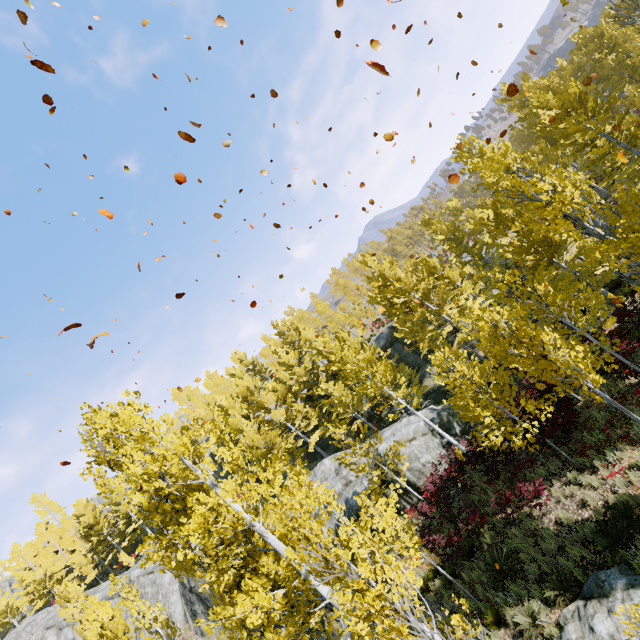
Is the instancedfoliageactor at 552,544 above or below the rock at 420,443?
below

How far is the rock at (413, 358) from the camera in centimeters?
2995cm

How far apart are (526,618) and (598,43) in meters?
35.6 m

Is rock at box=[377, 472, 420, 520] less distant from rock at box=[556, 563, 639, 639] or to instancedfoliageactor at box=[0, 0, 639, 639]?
instancedfoliageactor at box=[0, 0, 639, 639]

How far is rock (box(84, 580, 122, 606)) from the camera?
29.6m

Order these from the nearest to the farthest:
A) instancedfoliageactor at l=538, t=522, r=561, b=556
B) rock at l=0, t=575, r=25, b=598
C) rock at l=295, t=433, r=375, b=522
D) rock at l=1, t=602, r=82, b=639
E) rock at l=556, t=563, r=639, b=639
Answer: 1. rock at l=556, t=563, r=639, b=639
2. instancedfoliageactor at l=538, t=522, r=561, b=556
3. rock at l=295, t=433, r=375, b=522
4. rock at l=1, t=602, r=82, b=639
5. rock at l=0, t=575, r=25, b=598
